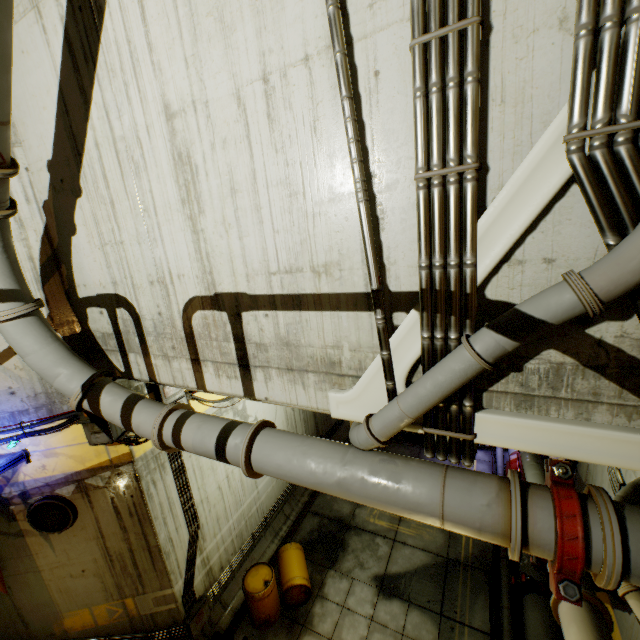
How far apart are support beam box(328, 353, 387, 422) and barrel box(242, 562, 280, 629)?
6.9m

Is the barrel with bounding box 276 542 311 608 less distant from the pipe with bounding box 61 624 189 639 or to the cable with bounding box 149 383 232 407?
the pipe with bounding box 61 624 189 639

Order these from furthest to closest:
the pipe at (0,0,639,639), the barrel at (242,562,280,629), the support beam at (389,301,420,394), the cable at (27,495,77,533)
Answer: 1. the barrel at (242,562,280,629)
2. the cable at (27,495,77,533)
3. the support beam at (389,301,420,394)
4. the pipe at (0,0,639,639)

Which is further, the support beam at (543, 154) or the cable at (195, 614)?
the cable at (195, 614)

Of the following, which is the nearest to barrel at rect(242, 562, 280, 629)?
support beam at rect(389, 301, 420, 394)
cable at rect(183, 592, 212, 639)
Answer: cable at rect(183, 592, 212, 639)

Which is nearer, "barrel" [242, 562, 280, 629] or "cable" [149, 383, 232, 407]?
"cable" [149, 383, 232, 407]

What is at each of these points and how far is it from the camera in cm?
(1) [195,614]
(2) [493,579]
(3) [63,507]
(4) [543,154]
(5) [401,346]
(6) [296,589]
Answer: (1) cable, 736
(2) cable, 825
(3) cable, 614
(4) support beam, 206
(5) support beam, 287
(6) barrel, 811

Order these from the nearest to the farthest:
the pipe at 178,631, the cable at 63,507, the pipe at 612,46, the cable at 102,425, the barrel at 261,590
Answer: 1. the pipe at 612,46
2. the cable at 102,425
3. the cable at 63,507
4. the pipe at 178,631
5. the barrel at 261,590
